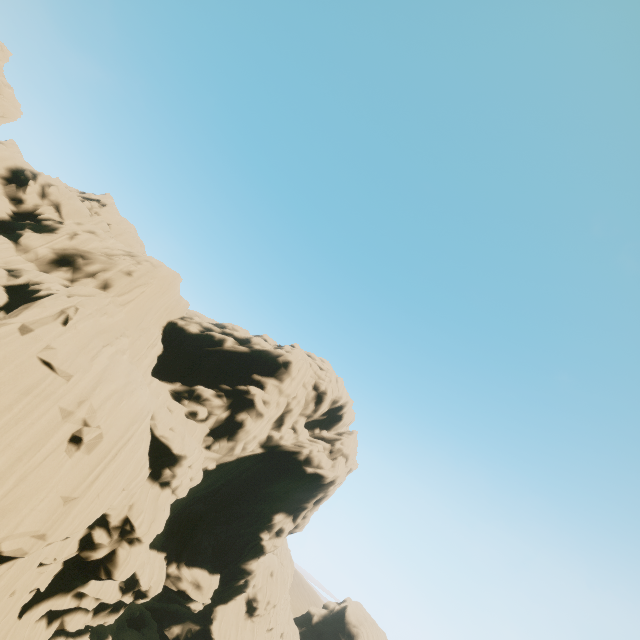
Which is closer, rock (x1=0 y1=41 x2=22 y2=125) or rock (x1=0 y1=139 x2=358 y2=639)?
rock (x1=0 y1=139 x2=358 y2=639)

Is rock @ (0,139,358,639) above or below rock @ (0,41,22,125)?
below

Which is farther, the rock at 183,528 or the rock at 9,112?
the rock at 9,112

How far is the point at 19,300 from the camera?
18.5 meters

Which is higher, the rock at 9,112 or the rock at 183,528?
the rock at 9,112
